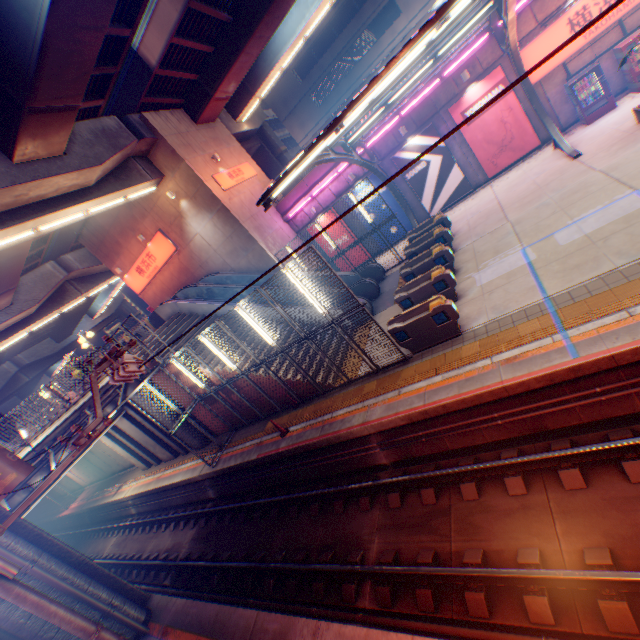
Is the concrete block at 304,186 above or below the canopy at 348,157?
above

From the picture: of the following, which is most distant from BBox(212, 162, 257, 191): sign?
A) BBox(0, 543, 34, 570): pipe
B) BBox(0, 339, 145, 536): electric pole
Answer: BBox(0, 543, 34, 570): pipe

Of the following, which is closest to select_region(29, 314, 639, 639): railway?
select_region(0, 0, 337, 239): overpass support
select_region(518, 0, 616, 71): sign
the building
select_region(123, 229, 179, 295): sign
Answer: select_region(0, 0, 337, 239): overpass support

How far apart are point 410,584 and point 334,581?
2.2 meters

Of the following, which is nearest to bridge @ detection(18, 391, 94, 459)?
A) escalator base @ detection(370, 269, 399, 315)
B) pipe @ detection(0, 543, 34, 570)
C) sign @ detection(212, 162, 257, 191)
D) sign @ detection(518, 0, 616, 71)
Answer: Result: pipe @ detection(0, 543, 34, 570)

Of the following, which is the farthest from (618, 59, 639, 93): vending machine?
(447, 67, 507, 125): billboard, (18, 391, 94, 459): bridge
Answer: (18, 391, 94, 459): bridge

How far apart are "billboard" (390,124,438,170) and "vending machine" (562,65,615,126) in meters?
5.1 m

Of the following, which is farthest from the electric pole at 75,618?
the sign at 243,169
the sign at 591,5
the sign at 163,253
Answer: the sign at 591,5
